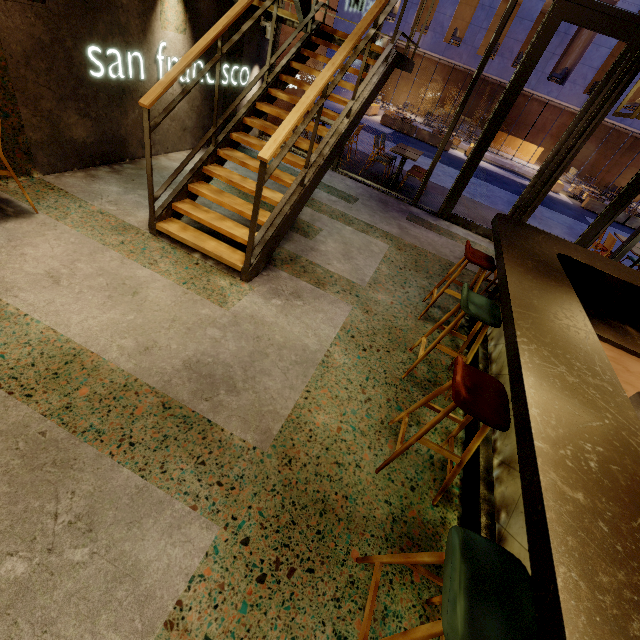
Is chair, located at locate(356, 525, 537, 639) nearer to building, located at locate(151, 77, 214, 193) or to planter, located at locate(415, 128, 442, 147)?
building, located at locate(151, 77, 214, 193)

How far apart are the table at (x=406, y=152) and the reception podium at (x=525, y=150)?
20.5m

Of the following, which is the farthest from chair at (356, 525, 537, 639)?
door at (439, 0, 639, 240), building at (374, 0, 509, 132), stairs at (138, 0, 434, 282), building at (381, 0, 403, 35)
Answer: building at (374, 0, 509, 132)

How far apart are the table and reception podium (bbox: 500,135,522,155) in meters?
20.5

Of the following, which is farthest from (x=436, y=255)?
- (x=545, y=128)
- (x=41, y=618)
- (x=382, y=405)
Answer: (x=545, y=128)

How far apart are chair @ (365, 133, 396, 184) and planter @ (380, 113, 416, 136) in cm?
1192

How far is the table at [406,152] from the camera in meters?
7.1

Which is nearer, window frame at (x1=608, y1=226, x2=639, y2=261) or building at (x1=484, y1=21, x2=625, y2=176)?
window frame at (x1=608, y1=226, x2=639, y2=261)
